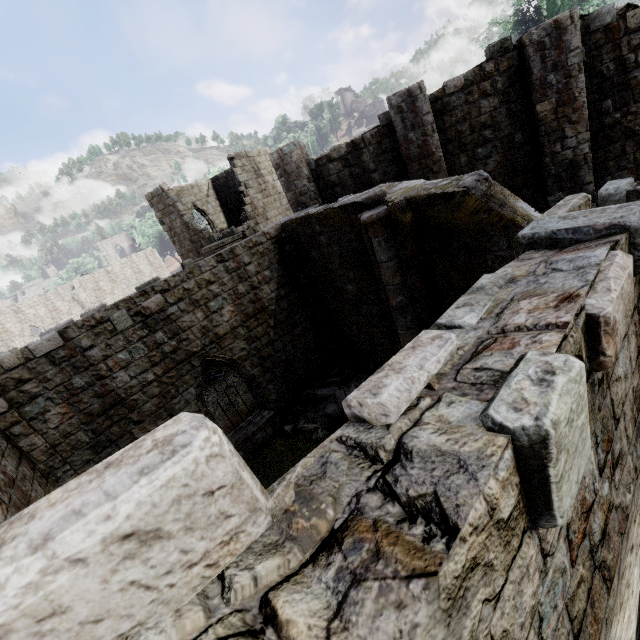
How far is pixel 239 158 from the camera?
18.9m

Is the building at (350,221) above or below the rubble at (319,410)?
above

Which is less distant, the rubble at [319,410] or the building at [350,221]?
the building at [350,221]

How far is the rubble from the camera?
10.6m

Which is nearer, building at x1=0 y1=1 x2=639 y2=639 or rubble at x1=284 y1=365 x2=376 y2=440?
building at x1=0 y1=1 x2=639 y2=639

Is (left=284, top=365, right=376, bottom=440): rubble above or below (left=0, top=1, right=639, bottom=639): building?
below
